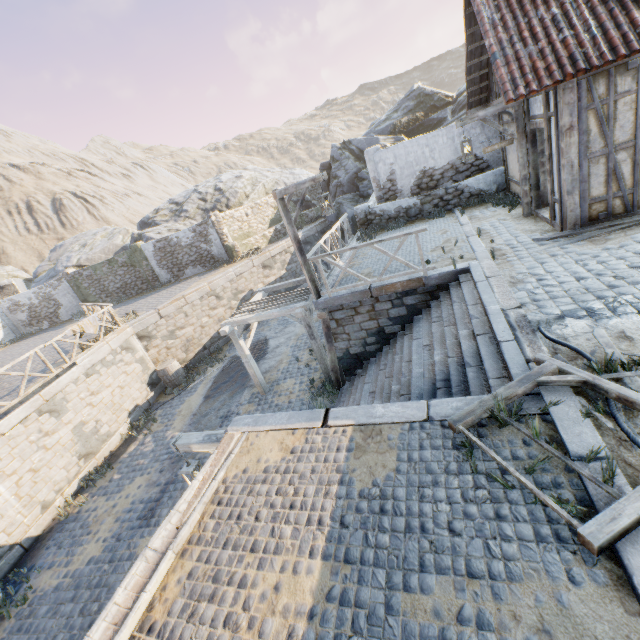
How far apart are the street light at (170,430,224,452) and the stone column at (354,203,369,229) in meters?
11.4 m

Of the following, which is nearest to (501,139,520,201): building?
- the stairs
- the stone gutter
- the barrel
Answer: the stairs

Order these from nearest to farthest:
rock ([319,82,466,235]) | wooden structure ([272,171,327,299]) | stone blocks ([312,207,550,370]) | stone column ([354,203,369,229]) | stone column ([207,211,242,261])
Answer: stone blocks ([312,207,550,370]) → wooden structure ([272,171,327,299]) → stone column ([354,203,369,229]) → stone column ([207,211,242,261]) → rock ([319,82,466,235])

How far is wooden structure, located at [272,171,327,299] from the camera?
7.9m

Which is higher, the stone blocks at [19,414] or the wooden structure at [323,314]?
the stone blocks at [19,414]

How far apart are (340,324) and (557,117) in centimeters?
650cm

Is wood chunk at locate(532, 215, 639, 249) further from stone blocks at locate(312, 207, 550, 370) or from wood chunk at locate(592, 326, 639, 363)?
wood chunk at locate(592, 326, 639, 363)

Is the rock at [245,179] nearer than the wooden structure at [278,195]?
No
